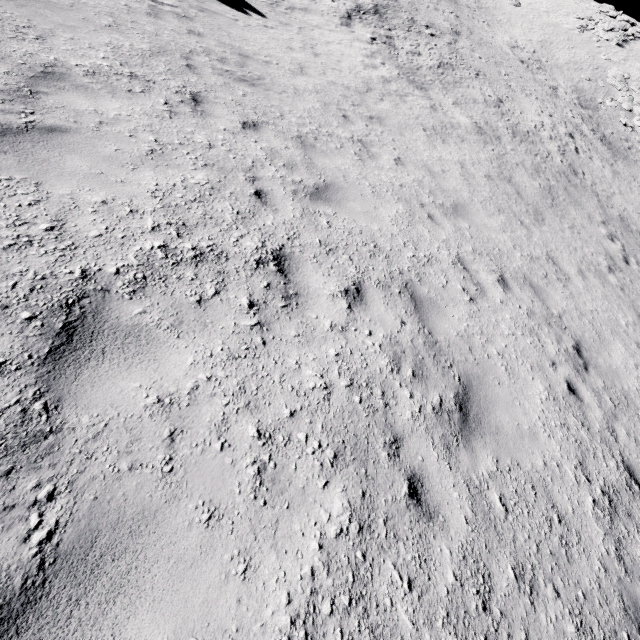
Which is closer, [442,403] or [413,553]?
[413,553]
